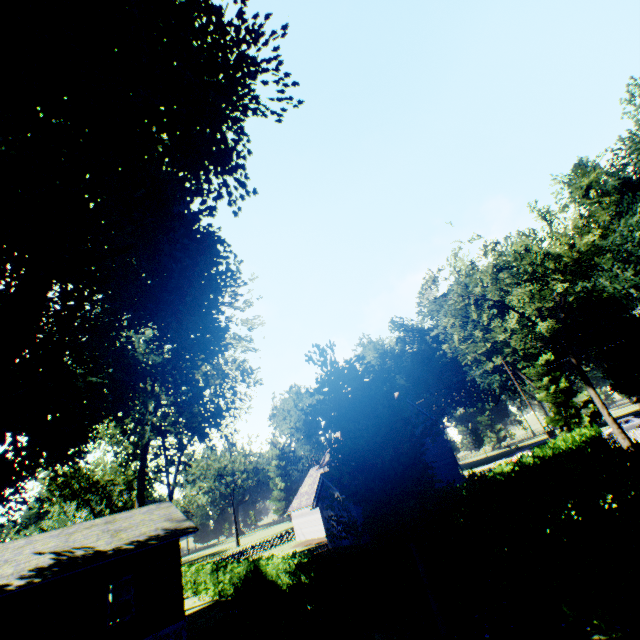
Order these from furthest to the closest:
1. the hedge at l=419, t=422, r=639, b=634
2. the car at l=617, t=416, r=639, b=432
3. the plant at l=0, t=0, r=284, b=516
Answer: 1. the car at l=617, t=416, r=639, b=432
2. the plant at l=0, t=0, r=284, b=516
3. the hedge at l=419, t=422, r=639, b=634

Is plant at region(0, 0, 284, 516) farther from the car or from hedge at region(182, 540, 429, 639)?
the car

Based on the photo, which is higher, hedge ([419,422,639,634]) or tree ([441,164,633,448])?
tree ([441,164,633,448])

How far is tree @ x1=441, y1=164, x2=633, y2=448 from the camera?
25.58m

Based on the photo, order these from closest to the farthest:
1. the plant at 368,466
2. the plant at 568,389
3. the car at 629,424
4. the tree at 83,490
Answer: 1. the plant at 368,466
2. the car at 629,424
3. the tree at 83,490
4. the plant at 568,389

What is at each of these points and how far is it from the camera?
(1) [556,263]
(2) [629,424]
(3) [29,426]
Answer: (1) tree, 29.22m
(2) car, 36.00m
(3) plant, 13.53m

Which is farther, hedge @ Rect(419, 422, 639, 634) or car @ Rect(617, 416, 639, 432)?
car @ Rect(617, 416, 639, 432)

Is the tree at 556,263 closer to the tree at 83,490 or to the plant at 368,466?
the plant at 368,466
